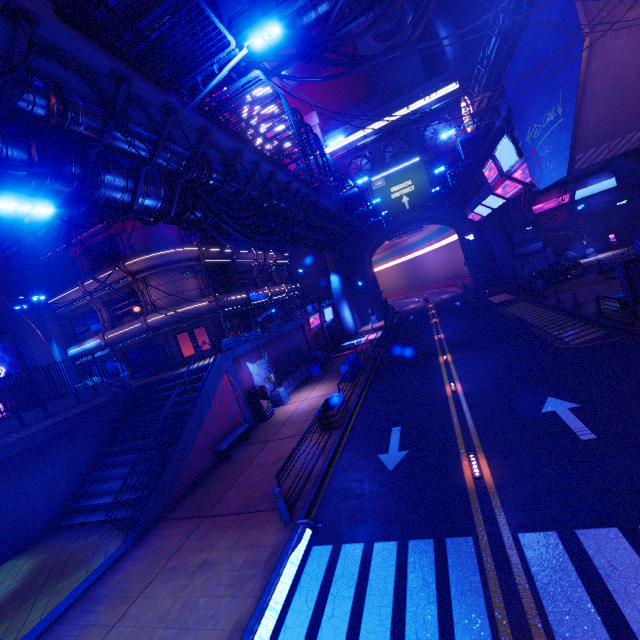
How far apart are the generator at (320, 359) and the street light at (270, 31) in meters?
20.5

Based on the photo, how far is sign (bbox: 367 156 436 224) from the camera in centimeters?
4031cm

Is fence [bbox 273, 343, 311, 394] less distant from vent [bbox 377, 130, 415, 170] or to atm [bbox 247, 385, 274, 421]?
atm [bbox 247, 385, 274, 421]

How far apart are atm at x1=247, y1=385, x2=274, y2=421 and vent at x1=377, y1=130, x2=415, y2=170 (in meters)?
36.64

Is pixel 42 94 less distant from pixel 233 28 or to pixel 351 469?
pixel 233 28

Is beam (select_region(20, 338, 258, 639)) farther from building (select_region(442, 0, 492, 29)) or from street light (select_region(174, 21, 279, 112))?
building (select_region(442, 0, 492, 29))

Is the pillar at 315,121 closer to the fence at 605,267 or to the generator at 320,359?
the generator at 320,359

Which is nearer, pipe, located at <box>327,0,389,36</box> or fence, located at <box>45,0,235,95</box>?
fence, located at <box>45,0,235,95</box>
